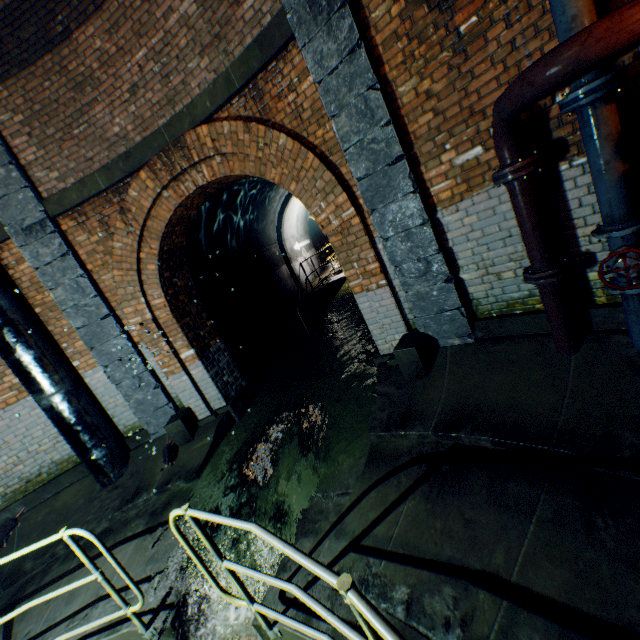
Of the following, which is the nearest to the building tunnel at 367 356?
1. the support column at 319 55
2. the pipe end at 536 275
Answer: the support column at 319 55

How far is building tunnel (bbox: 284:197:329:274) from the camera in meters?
14.0 m

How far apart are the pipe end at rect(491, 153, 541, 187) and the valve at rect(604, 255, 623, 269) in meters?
0.9

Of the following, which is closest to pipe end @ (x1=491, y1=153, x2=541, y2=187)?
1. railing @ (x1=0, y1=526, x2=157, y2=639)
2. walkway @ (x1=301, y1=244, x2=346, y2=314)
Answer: railing @ (x1=0, y1=526, x2=157, y2=639)

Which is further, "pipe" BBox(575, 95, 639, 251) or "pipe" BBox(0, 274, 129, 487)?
"pipe" BBox(0, 274, 129, 487)

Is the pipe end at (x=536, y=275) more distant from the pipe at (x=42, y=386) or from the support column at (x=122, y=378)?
the pipe at (x=42, y=386)

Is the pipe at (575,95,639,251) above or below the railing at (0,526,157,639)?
above

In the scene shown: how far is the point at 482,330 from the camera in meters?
4.0
